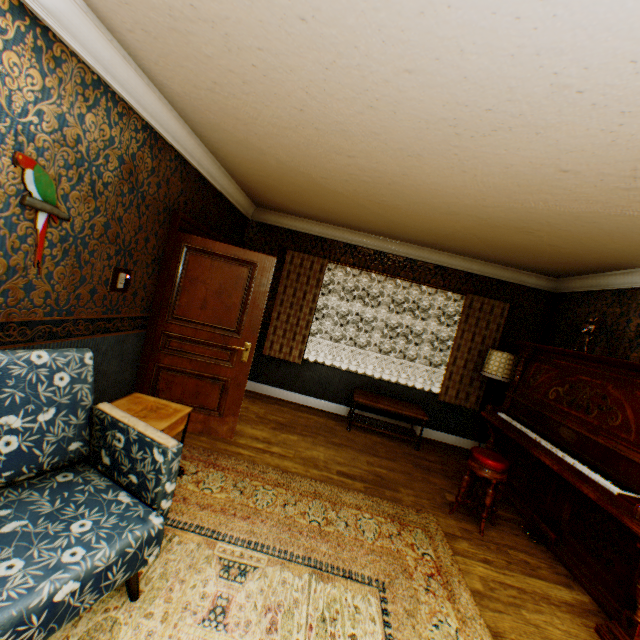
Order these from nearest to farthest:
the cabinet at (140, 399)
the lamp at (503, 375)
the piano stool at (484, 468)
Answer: the cabinet at (140, 399) → the piano stool at (484, 468) → the lamp at (503, 375)

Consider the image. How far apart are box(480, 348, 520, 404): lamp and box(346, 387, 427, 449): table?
1.1m

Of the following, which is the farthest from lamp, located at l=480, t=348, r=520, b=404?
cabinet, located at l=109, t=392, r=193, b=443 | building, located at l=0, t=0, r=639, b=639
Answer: cabinet, located at l=109, t=392, r=193, b=443

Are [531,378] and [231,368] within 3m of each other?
no

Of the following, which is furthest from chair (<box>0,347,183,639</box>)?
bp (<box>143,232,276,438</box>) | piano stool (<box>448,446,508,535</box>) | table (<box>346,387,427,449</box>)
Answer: table (<box>346,387,427,449</box>)

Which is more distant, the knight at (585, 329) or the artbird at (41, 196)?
the knight at (585, 329)

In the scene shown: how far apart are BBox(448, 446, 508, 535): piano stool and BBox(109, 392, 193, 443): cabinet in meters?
2.8 m

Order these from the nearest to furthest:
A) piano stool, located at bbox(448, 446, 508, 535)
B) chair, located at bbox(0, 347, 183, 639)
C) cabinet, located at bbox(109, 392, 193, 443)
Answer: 1. chair, located at bbox(0, 347, 183, 639)
2. cabinet, located at bbox(109, 392, 193, 443)
3. piano stool, located at bbox(448, 446, 508, 535)
